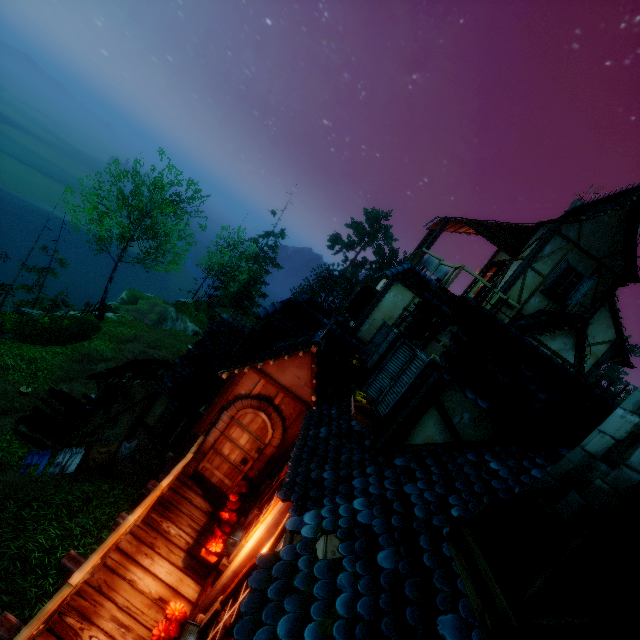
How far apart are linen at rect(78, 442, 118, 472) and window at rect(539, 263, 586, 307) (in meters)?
14.99

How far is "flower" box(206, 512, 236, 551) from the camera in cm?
512

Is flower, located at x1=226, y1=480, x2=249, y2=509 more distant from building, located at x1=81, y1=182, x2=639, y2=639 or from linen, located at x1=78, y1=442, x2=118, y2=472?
linen, located at x1=78, y1=442, x2=118, y2=472

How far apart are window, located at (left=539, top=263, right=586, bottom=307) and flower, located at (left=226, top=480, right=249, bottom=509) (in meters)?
11.18

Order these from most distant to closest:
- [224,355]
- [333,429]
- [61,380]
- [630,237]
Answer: [61,380] < [224,355] < [630,237] < [333,429]

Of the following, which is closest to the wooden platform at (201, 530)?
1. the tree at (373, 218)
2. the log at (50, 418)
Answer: the log at (50, 418)

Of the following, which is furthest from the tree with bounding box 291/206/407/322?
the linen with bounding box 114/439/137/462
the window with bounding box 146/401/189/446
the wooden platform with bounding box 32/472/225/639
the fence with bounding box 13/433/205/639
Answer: the linen with bounding box 114/439/137/462

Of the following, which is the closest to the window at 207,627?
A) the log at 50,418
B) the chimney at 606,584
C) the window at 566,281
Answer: the chimney at 606,584
